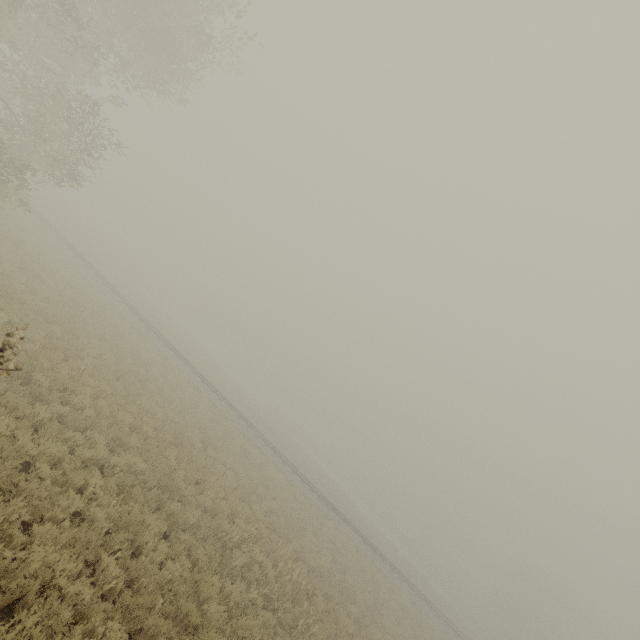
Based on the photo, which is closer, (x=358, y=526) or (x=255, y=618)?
(x=255, y=618)
